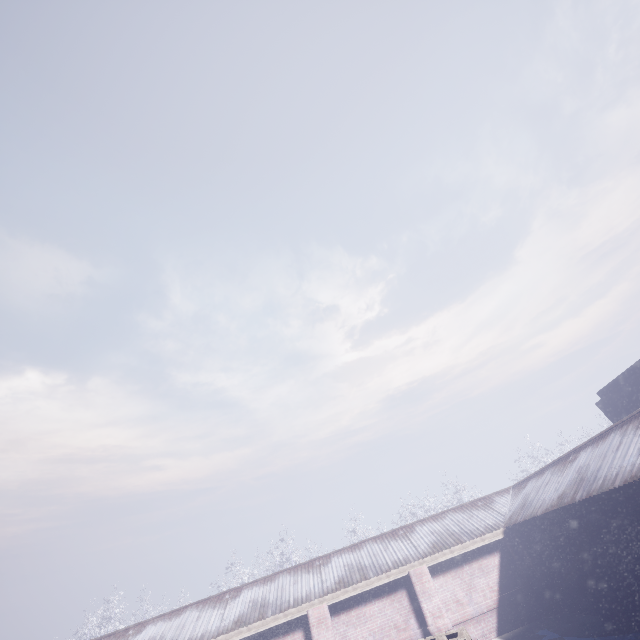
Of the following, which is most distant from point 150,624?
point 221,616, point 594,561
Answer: point 594,561
